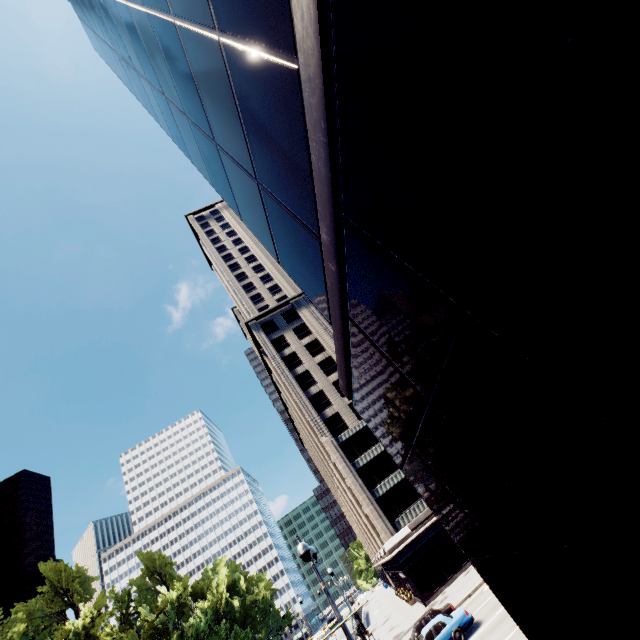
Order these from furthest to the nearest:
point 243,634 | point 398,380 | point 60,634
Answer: point 243,634, point 60,634, point 398,380

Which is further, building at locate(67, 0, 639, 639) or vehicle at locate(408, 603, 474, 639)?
vehicle at locate(408, 603, 474, 639)

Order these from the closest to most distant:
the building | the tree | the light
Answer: the building → the light → the tree

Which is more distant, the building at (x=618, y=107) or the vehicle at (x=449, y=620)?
the vehicle at (x=449, y=620)

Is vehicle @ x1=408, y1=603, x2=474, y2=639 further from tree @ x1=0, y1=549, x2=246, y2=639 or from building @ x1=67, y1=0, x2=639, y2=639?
tree @ x1=0, y1=549, x2=246, y2=639

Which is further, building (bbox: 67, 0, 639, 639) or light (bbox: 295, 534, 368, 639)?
light (bbox: 295, 534, 368, 639)

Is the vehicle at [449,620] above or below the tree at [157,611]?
below
